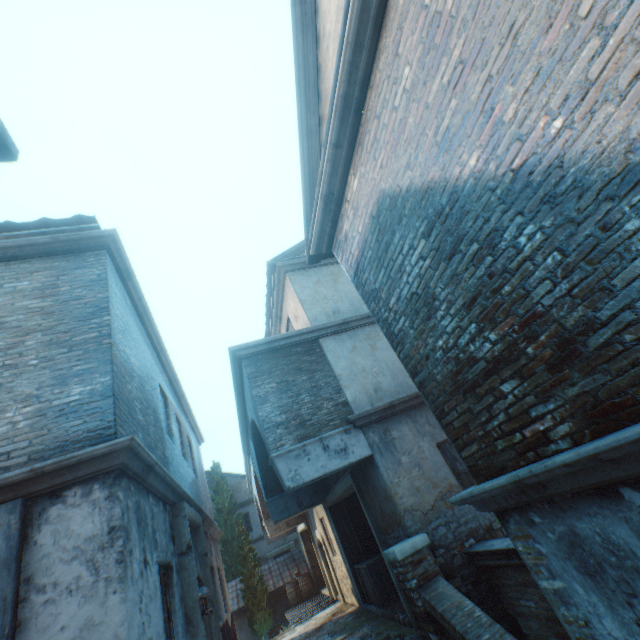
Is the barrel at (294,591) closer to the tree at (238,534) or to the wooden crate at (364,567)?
the tree at (238,534)

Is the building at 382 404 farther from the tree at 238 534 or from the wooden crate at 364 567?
the wooden crate at 364 567

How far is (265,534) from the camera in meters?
20.1 m

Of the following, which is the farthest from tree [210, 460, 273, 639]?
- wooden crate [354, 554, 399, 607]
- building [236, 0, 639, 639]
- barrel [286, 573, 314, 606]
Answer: wooden crate [354, 554, 399, 607]

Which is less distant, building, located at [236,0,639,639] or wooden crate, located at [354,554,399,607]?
building, located at [236,0,639,639]

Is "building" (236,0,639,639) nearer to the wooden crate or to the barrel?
the wooden crate

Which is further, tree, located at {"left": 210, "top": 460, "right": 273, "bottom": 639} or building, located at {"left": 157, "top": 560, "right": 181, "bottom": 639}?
tree, located at {"left": 210, "top": 460, "right": 273, "bottom": 639}
